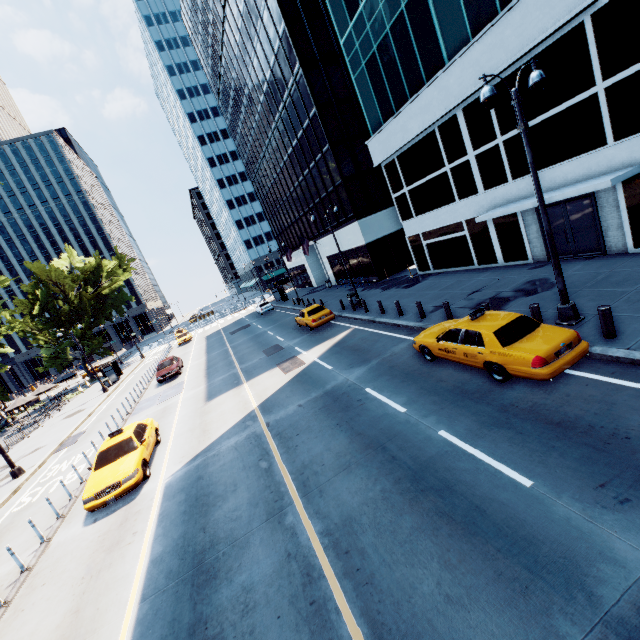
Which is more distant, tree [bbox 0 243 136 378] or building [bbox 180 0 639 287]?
tree [bbox 0 243 136 378]

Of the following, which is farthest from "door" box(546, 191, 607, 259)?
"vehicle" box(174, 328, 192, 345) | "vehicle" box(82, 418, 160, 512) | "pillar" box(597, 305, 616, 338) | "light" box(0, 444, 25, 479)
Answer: "vehicle" box(174, 328, 192, 345)

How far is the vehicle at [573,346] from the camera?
7.66m

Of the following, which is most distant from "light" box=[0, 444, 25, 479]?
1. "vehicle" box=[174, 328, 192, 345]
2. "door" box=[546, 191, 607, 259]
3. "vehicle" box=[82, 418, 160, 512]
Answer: "door" box=[546, 191, 607, 259]

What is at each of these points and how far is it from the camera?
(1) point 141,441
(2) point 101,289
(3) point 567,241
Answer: (1) vehicle, 12.4m
(2) tree, 45.3m
(3) door, 15.3m

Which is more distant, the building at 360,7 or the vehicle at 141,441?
the building at 360,7

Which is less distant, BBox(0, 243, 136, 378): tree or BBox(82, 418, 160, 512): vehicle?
BBox(82, 418, 160, 512): vehicle

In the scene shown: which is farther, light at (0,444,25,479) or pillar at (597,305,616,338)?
light at (0,444,25,479)
